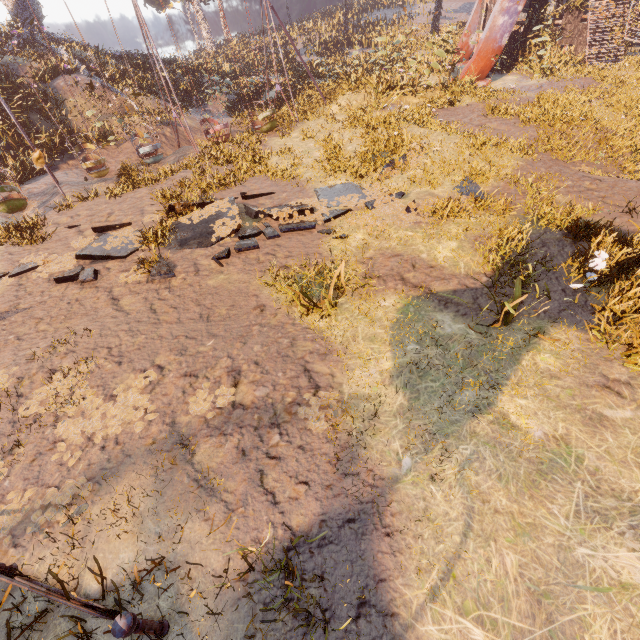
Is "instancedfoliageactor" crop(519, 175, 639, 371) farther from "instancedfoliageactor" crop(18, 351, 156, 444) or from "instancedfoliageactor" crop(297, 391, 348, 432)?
"instancedfoliageactor" crop(18, 351, 156, 444)

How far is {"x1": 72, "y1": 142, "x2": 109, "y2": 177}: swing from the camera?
14.1 meters

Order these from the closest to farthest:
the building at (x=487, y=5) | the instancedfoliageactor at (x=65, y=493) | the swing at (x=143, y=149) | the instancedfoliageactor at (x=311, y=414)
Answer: the instancedfoliageactor at (x=65, y=493) < the instancedfoliageactor at (x=311, y=414) < the swing at (x=143, y=149) < the building at (x=487, y=5)

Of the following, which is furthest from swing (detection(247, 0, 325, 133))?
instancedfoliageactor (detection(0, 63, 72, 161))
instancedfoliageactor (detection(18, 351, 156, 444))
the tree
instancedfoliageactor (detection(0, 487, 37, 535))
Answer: instancedfoliageactor (detection(18, 351, 156, 444))

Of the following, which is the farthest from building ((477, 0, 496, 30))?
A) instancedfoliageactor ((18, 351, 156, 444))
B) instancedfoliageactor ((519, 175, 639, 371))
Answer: instancedfoliageactor ((18, 351, 156, 444))

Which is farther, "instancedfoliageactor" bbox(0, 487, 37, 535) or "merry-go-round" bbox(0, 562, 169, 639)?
"instancedfoliageactor" bbox(0, 487, 37, 535)

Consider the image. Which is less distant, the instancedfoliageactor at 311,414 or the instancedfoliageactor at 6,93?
the instancedfoliageactor at 311,414

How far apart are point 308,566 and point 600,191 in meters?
10.8
